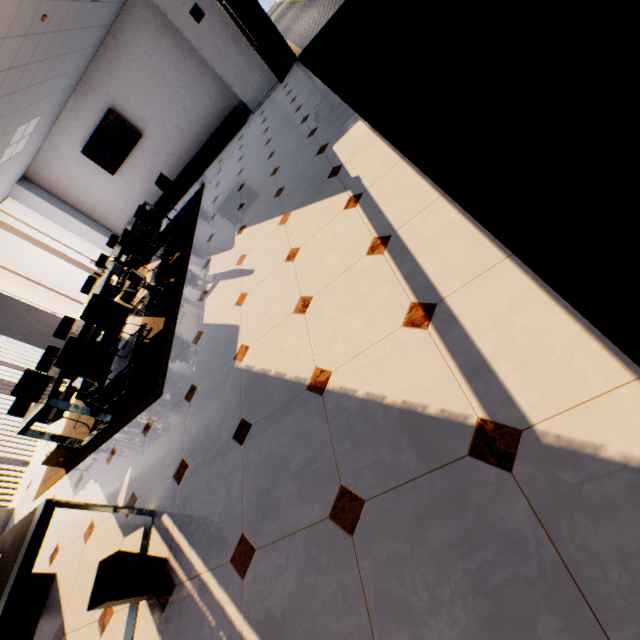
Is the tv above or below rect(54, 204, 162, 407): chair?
above

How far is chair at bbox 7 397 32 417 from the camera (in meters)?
4.61

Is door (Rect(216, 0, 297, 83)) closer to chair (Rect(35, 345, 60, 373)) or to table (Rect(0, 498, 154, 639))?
chair (Rect(35, 345, 60, 373))

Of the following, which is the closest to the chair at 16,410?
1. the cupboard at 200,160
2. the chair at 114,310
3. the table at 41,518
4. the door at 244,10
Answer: the chair at 114,310

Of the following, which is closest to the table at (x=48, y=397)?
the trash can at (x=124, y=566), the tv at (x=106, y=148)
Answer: the tv at (x=106, y=148)

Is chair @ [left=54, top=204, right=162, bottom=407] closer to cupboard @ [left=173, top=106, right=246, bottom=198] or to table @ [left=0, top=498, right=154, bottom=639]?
table @ [left=0, top=498, right=154, bottom=639]

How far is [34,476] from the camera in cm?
531

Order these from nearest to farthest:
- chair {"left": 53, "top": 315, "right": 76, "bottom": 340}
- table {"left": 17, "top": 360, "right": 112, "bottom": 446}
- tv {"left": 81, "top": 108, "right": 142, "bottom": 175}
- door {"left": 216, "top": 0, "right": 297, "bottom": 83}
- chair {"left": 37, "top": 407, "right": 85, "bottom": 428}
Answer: table {"left": 17, "top": 360, "right": 112, "bottom": 446} → chair {"left": 37, "top": 407, "right": 85, "bottom": 428} → chair {"left": 53, "top": 315, "right": 76, "bottom": 340} → door {"left": 216, "top": 0, "right": 297, "bottom": 83} → tv {"left": 81, "top": 108, "right": 142, "bottom": 175}
